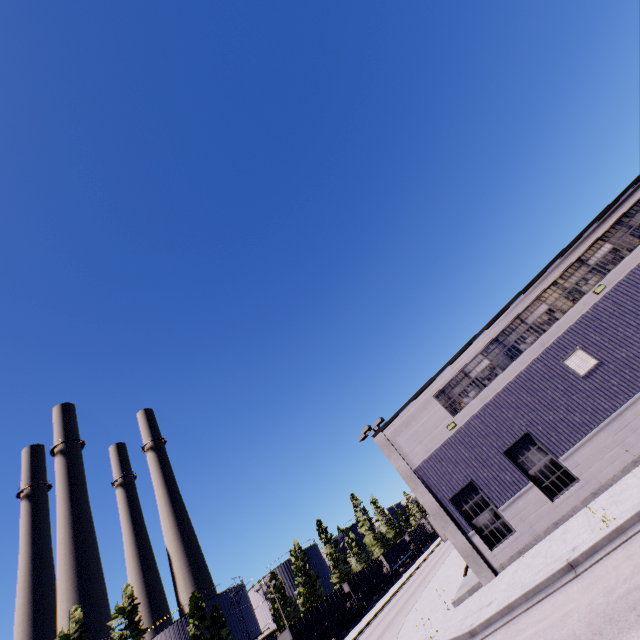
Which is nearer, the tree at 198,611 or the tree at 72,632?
the tree at 72,632

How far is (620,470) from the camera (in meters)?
12.91

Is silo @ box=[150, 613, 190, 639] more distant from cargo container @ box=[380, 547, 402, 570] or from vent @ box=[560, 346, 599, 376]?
vent @ box=[560, 346, 599, 376]

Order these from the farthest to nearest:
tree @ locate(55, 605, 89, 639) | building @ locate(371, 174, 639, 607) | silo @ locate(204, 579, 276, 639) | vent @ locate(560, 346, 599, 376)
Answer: silo @ locate(204, 579, 276, 639) → tree @ locate(55, 605, 89, 639) → vent @ locate(560, 346, 599, 376) → building @ locate(371, 174, 639, 607)

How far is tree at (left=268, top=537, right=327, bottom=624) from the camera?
50.7 meters

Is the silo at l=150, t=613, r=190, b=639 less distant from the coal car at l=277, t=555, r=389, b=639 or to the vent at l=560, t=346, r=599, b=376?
the coal car at l=277, t=555, r=389, b=639

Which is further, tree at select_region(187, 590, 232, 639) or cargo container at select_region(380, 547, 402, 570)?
cargo container at select_region(380, 547, 402, 570)

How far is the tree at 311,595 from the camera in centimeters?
5067cm
